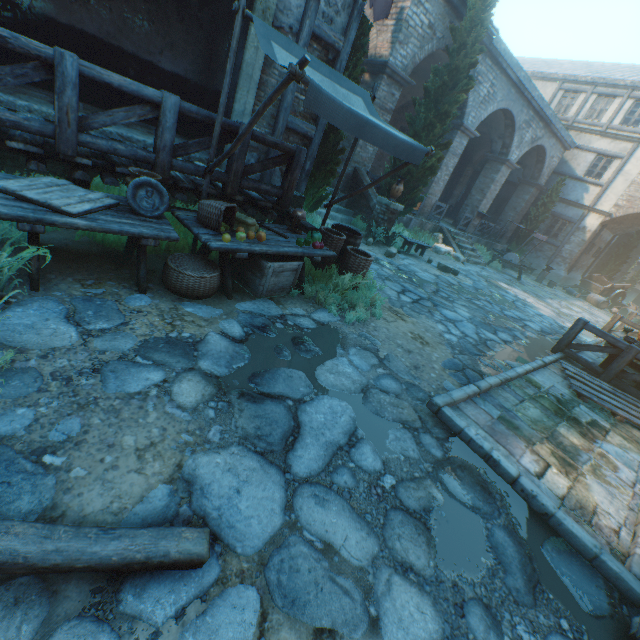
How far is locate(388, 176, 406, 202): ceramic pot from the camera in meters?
10.3 m

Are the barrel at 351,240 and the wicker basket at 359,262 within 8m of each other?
yes

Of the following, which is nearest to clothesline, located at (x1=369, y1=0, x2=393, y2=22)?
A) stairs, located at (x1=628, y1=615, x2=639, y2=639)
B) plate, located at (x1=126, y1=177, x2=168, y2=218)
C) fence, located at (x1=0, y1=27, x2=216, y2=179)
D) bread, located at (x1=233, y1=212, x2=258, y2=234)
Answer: fence, located at (x1=0, y1=27, x2=216, y2=179)

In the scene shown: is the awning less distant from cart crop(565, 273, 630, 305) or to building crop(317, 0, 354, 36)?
building crop(317, 0, 354, 36)

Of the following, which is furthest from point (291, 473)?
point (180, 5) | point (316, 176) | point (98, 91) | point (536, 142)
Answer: point (536, 142)

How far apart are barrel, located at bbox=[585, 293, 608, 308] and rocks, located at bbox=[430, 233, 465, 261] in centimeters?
1056cm

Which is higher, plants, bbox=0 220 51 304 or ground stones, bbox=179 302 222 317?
plants, bbox=0 220 51 304

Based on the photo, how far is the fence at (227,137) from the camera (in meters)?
4.39
